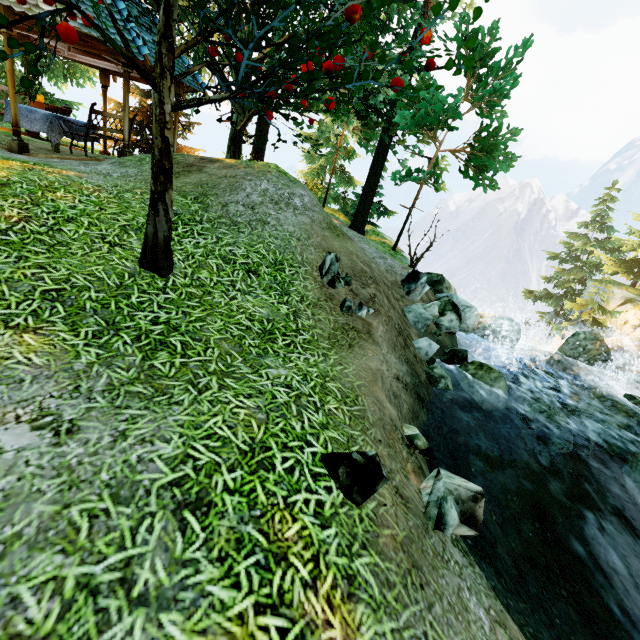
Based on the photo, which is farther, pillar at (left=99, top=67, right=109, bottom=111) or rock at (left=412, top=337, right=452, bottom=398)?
pillar at (left=99, top=67, right=109, bottom=111)

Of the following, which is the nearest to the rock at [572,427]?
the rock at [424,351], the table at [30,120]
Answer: the rock at [424,351]

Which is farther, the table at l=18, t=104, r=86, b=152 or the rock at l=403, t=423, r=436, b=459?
the table at l=18, t=104, r=86, b=152

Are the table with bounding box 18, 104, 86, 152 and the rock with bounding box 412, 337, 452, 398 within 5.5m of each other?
no

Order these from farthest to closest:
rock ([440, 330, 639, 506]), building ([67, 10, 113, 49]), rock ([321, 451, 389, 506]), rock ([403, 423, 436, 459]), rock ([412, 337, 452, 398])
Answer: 1. rock ([440, 330, 639, 506])
2. building ([67, 10, 113, 49])
3. rock ([412, 337, 452, 398])
4. rock ([403, 423, 436, 459])
5. rock ([321, 451, 389, 506])

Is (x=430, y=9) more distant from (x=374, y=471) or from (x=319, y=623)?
(x=319, y=623)

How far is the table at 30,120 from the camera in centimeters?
870cm

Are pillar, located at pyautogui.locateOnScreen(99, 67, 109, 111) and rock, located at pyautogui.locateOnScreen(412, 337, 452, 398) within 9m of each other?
no
